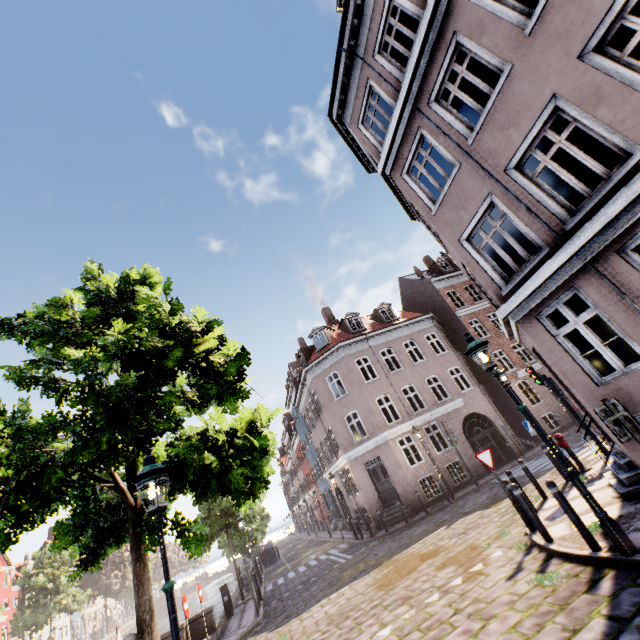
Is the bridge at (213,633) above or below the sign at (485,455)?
below

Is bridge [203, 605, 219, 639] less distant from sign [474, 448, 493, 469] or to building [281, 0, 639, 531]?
sign [474, 448, 493, 469]

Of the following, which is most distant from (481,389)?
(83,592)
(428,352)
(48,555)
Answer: (83,592)

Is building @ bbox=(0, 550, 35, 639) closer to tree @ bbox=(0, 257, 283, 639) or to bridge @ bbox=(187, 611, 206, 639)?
tree @ bbox=(0, 257, 283, 639)

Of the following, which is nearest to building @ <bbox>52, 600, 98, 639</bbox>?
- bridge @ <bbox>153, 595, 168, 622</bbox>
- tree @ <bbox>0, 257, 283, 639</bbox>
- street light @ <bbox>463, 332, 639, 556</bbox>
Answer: street light @ <bbox>463, 332, 639, 556</bbox>

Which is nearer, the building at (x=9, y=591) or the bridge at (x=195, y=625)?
the bridge at (x=195, y=625)

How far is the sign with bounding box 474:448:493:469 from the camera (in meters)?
8.00

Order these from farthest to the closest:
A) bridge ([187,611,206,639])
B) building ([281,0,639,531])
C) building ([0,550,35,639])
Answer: building ([0,550,35,639]) < bridge ([187,611,206,639]) < building ([281,0,639,531])
